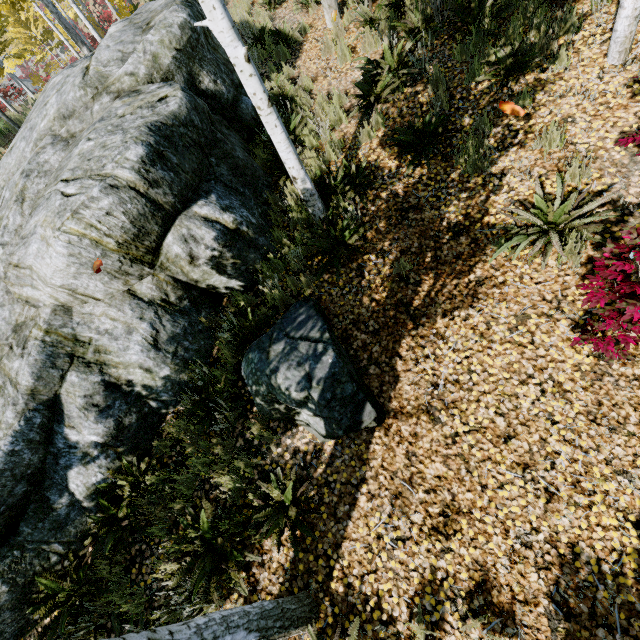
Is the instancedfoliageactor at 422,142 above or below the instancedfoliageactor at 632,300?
above

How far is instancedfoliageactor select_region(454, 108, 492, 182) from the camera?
4.50m

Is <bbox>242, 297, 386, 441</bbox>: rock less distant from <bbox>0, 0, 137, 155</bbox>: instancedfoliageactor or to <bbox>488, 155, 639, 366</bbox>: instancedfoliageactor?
<bbox>488, 155, 639, 366</bbox>: instancedfoliageactor

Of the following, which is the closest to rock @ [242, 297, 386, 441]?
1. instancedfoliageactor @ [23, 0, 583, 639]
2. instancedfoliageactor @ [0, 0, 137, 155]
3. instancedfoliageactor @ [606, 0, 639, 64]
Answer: instancedfoliageactor @ [23, 0, 583, 639]

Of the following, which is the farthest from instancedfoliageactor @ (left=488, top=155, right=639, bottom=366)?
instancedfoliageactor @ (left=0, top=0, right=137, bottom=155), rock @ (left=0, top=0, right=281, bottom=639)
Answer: instancedfoliageactor @ (left=0, top=0, right=137, bottom=155)

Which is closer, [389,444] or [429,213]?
[389,444]

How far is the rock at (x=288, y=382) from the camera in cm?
353

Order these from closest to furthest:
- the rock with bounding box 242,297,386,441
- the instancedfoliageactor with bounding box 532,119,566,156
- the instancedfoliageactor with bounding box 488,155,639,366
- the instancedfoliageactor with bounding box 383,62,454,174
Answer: the instancedfoliageactor with bounding box 488,155,639,366, the rock with bounding box 242,297,386,441, the instancedfoliageactor with bounding box 532,119,566,156, the instancedfoliageactor with bounding box 383,62,454,174
